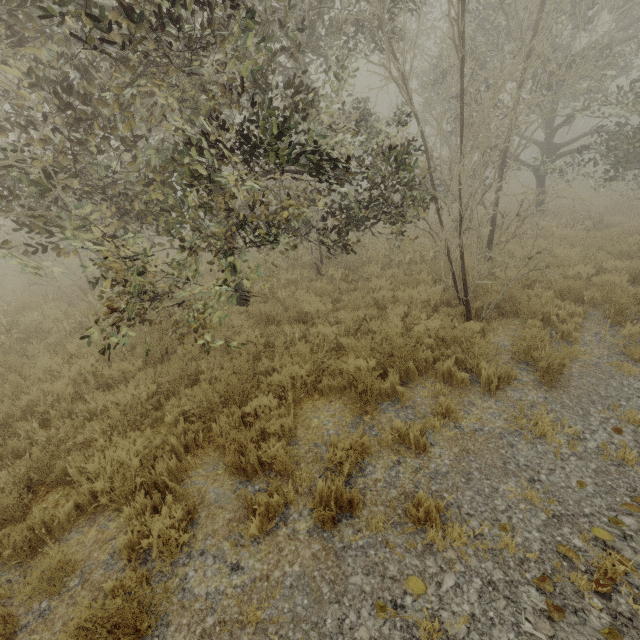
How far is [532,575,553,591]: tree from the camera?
2.55m

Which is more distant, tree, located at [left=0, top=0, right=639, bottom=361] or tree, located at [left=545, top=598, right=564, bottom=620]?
tree, located at [left=0, top=0, right=639, bottom=361]

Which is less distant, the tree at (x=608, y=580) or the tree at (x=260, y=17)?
the tree at (x=608, y=580)

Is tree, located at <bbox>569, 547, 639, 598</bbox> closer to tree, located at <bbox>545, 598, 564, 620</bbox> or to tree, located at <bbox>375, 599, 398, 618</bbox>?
tree, located at <bbox>545, 598, 564, 620</bbox>

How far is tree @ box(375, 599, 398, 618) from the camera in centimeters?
250cm

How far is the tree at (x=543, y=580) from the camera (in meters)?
2.55

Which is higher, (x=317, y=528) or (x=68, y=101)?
(x=68, y=101)
